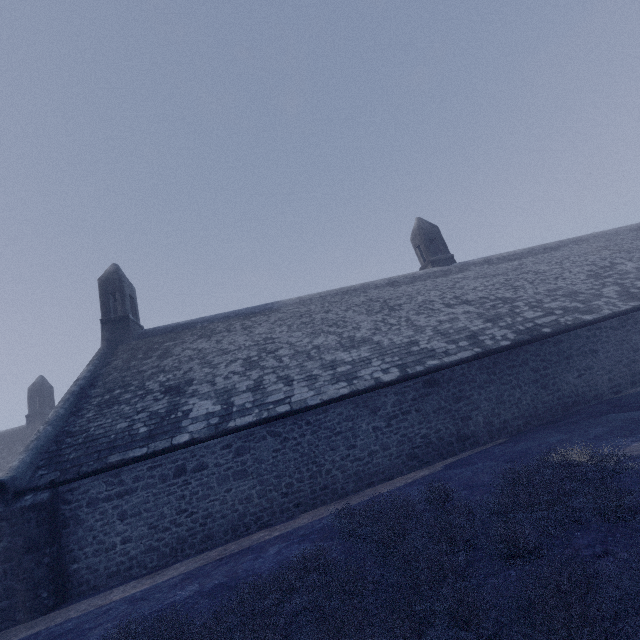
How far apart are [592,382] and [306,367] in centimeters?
1078cm
